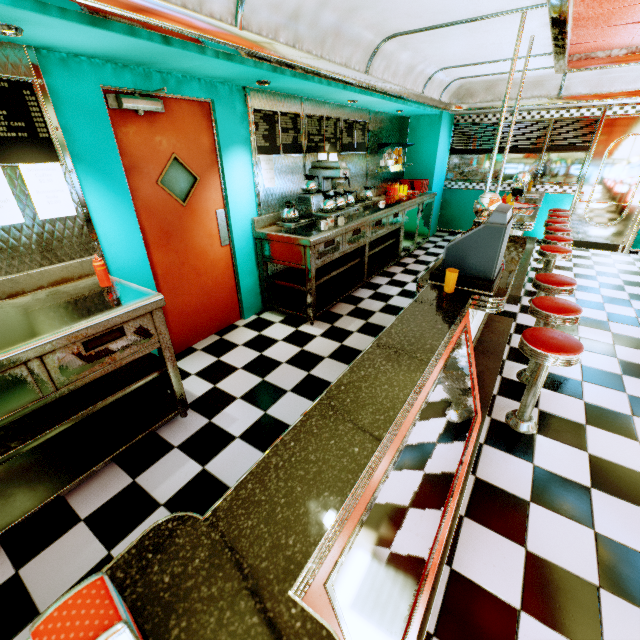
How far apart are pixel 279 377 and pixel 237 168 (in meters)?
2.40

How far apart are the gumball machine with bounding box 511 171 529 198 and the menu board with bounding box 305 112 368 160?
2.85m

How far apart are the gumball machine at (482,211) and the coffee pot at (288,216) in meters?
2.1 m

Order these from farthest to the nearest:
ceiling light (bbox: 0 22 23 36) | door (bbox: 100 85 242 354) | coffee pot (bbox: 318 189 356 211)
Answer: coffee pot (bbox: 318 189 356 211)
door (bbox: 100 85 242 354)
ceiling light (bbox: 0 22 23 36)

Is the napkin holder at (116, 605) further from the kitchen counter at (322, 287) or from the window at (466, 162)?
the window at (466, 162)

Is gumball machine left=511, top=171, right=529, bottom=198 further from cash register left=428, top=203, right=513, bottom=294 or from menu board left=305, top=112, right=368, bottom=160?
cash register left=428, top=203, right=513, bottom=294

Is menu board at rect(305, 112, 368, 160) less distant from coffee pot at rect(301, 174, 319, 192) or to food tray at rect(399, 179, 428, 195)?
coffee pot at rect(301, 174, 319, 192)

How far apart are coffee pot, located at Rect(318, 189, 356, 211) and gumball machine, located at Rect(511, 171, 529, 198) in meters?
Answer: 3.4
